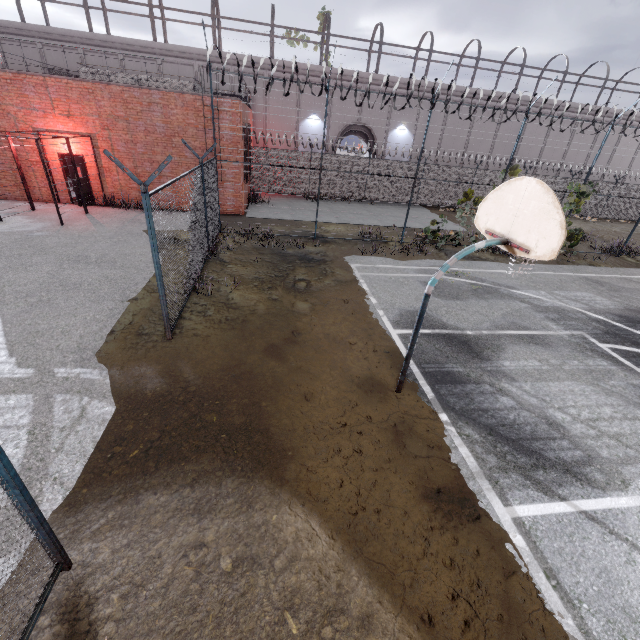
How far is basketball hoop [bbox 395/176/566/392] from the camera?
3.94m

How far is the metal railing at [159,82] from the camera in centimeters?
1744cm

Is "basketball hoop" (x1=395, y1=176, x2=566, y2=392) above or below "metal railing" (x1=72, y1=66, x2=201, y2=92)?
below

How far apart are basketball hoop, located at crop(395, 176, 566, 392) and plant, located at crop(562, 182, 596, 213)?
12.99m

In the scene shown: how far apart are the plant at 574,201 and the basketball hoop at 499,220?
13.0 meters

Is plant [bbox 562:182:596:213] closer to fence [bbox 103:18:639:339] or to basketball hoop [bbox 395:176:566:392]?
fence [bbox 103:18:639:339]

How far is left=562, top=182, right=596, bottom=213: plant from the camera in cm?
1438

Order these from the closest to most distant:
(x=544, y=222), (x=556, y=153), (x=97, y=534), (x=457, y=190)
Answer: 1. (x=97, y=534)
2. (x=544, y=222)
3. (x=457, y=190)
4. (x=556, y=153)
